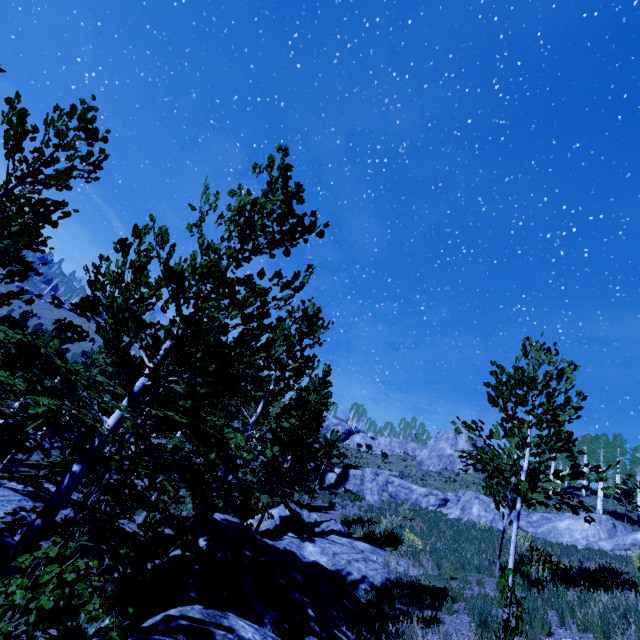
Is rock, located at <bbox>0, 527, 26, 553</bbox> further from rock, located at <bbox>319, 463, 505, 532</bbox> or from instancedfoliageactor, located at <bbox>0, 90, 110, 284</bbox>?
rock, located at <bbox>319, 463, 505, 532</bbox>

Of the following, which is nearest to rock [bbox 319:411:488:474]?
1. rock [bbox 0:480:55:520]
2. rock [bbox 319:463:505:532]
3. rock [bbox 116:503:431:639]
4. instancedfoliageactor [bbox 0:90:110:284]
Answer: instancedfoliageactor [bbox 0:90:110:284]

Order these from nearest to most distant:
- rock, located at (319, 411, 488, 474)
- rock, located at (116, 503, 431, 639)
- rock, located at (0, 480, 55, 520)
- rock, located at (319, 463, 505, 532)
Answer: rock, located at (116, 503, 431, 639) < rock, located at (0, 480, 55, 520) < rock, located at (319, 463, 505, 532) < rock, located at (319, 411, 488, 474)

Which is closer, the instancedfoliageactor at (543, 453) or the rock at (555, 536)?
the instancedfoliageactor at (543, 453)

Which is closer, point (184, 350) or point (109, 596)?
point (109, 596)

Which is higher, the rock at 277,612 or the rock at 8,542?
the rock at 277,612

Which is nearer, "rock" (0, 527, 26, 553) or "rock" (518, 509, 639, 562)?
"rock" (0, 527, 26, 553)

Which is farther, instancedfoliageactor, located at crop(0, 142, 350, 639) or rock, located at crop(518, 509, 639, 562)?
rock, located at crop(518, 509, 639, 562)
